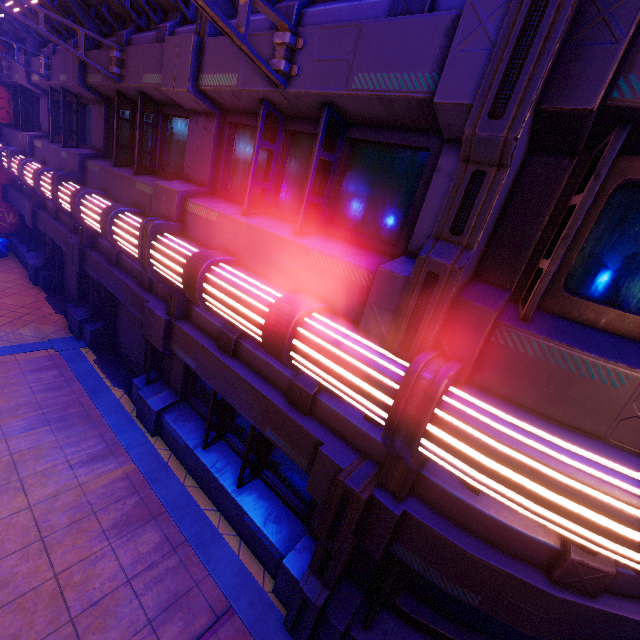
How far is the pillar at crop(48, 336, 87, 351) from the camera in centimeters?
944cm

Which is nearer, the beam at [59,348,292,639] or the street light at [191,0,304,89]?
the street light at [191,0,304,89]

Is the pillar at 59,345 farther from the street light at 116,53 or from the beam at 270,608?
the street light at 116,53

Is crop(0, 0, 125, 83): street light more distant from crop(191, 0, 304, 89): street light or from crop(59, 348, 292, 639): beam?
crop(59, 348, 292, 639): beam

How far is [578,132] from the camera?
2.4 meters

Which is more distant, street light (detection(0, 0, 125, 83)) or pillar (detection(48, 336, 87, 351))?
pillar (detection(48, 336, 87, 351))

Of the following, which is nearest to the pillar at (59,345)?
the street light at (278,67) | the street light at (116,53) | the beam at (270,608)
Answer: the beam at (270,608)

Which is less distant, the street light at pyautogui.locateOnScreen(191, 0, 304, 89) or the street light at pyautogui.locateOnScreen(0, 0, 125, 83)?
the street light at pyautogui.locateOnScreen(191, 0, 304, 89)
